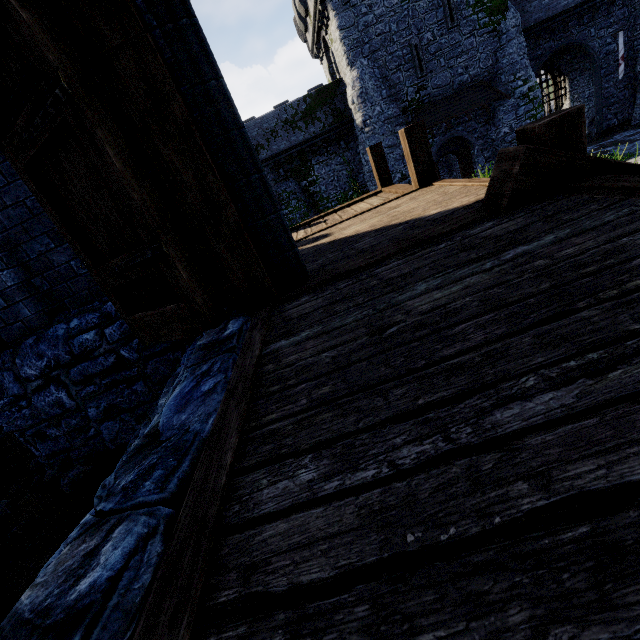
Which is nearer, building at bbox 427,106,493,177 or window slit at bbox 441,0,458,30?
window slit at bbox 441,0,458,30

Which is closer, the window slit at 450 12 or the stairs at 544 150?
the stairs at 544 150

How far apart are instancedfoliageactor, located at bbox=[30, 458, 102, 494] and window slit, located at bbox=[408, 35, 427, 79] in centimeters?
2496cm

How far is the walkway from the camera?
5.2 meters

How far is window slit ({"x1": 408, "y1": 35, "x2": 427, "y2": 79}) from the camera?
19.2 meters

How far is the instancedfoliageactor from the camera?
3.5 meters

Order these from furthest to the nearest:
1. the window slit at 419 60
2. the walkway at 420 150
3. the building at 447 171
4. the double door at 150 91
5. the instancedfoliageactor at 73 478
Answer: the building at 447 171, the window slit at 419 60, the walkway at 420 150, the instancedfoliageactor at 73 478, the double door at 150 91

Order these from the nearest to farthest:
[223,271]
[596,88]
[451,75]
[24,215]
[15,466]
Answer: [223,271] < [24,215] < [15,466] < [451,75] < [596,88]
